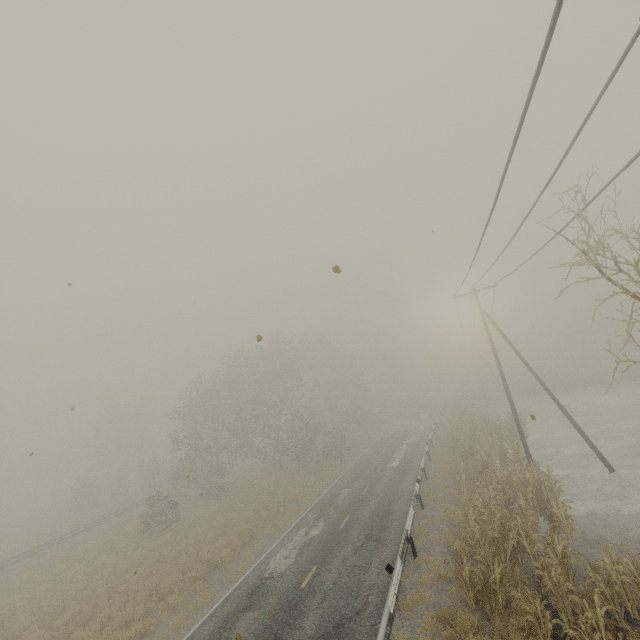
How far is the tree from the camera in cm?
3081

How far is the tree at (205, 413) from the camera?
30.81m

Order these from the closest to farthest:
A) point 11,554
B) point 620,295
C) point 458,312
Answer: point 458,312
point 11,554
point 620,295
